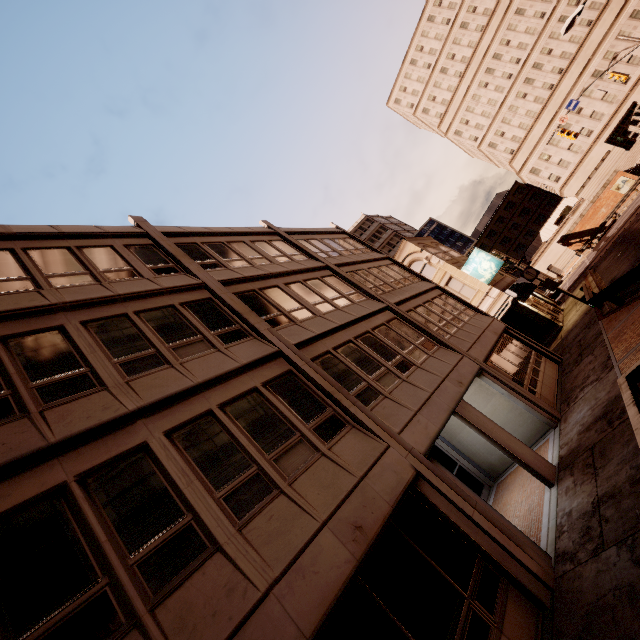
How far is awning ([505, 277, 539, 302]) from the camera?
23.11m

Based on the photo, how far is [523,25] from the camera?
52.7 meters

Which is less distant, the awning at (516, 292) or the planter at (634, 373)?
the planter at (634, 373)

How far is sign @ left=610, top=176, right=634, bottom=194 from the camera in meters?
40.8

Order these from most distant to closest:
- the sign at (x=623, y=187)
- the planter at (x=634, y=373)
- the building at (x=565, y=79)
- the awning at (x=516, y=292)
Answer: the building at (x=565, y=79), the sign at (x=623, y=187), the awning at (x=516, y=292), the planter at (x=634, y=373)

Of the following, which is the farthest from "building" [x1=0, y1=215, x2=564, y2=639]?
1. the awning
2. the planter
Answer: the planter

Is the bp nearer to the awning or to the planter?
the awning

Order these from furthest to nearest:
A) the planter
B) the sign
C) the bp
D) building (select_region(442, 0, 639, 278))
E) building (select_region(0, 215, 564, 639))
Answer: building (select_region(442, 0, 639, 278))
the bp
the sign
the planter
building (select_region(0, 215, 564, 639))
